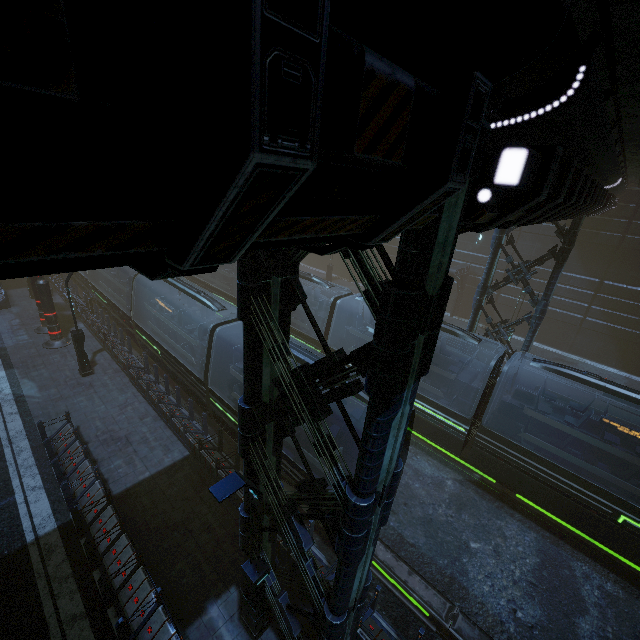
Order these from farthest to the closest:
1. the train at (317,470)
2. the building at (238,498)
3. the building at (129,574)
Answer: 1. the train at (317,470)
2. the building at (129,574)
3. the building at (238,498)

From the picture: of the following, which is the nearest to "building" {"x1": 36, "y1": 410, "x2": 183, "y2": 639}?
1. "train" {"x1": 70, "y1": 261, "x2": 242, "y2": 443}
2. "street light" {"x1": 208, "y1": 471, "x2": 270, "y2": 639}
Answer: "street light" {"x1": 208, "y1": 471, "x2": 270, "y2": 639}

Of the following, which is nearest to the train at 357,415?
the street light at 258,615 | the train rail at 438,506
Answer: the train rail at 438,506

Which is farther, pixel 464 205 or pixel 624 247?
pixel 624 247

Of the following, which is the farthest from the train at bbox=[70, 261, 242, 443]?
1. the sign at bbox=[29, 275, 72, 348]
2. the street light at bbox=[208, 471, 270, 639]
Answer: the street light at bbox=[208, 471, 270, 639]

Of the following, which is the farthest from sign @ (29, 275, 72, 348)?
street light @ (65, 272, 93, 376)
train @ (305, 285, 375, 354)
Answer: train @ (305, 285, 375, 354)

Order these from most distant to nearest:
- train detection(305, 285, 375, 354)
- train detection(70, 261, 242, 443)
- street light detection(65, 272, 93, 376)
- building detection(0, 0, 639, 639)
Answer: train detection(305, 285, 375, 354) → street light detection(65, 272, 93, 376) → train detection(70, 261, 242, 443) → building detection(0, 0, 639, 639)

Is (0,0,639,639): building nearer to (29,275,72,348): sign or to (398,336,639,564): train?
(398,336,639,564): train
